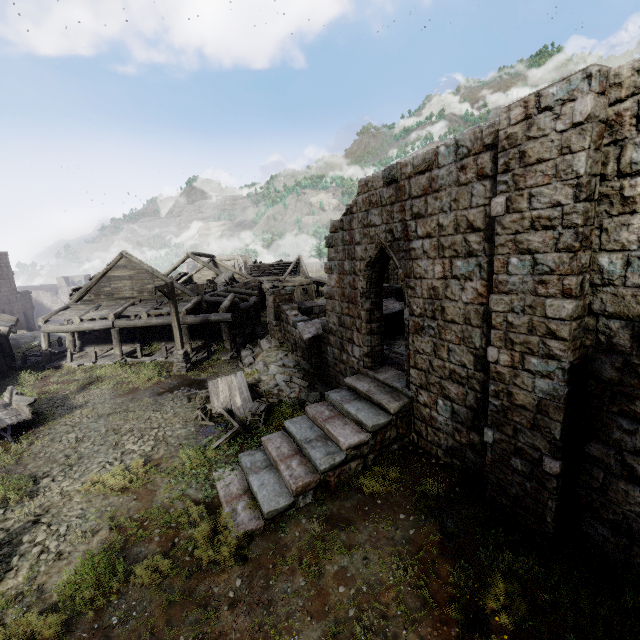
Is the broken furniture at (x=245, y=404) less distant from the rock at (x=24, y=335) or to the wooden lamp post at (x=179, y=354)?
the wooden lamp post at (x=179, y=354)

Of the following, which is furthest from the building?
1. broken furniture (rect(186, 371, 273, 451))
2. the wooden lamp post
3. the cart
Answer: the cart

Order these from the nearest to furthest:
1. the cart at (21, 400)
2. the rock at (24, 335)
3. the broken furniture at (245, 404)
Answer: the broken furniture at (245, 404) < the cart at (21, 400) < the rock at (24, 335)

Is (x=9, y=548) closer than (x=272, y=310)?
Yes

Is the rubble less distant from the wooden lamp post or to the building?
the building

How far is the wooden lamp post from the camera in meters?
15.6

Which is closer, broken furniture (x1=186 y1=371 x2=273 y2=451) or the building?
the building

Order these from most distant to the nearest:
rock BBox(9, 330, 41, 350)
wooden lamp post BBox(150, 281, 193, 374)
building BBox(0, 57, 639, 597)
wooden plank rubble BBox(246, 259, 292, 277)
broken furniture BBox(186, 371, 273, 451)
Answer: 1. wooden plank rubble BBox(246, 259, 292, 277)
2. rock BBox(9, 330, 41, 350)
3. wooden lamp post BBox(150, 281, 193, 374)
4. broken furniture BBox(186, 371, 273, 451)
5. building BBox(0, 57, 639, 597)
